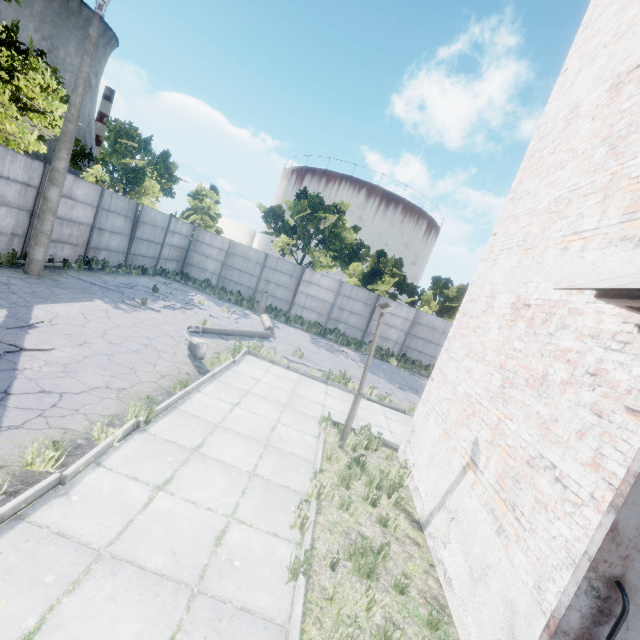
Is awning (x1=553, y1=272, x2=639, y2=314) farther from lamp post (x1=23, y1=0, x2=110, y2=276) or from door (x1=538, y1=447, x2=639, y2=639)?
lamp post (x1=23, y1=0, x2=110, y2=276)

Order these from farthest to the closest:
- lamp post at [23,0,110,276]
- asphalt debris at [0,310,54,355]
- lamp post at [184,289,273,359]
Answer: lamp post at [23,0,110,276], lamp post at [184,289,273,359], asphalt debris at [0,310,54,355]

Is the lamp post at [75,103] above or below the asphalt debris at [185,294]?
above

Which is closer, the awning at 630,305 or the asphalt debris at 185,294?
the awning at 630,305

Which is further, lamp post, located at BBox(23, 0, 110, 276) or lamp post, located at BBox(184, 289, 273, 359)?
lamp post, located at BBox(23, 0, 110, 276)

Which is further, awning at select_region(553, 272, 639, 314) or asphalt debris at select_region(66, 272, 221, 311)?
asphalt debris at select_region(66, 272, 221, 311)

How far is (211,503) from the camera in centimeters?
430cm

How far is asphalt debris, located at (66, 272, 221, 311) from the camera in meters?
12.9 m
